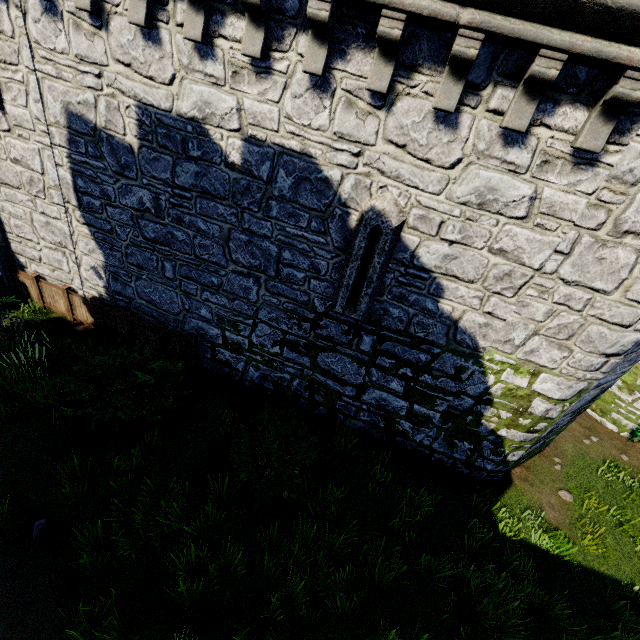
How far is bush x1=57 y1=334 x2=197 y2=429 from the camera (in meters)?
6.73

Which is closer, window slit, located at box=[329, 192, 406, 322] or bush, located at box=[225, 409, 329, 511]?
window slit, located at box=[329, 192, 406, 322]

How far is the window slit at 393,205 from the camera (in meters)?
5.54

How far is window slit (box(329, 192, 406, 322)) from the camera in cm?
554

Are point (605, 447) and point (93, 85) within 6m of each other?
no

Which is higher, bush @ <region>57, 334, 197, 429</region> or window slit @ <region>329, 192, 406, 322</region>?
window slit @ <region>329, 192, 406, 322</region>

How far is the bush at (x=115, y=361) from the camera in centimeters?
673cm
